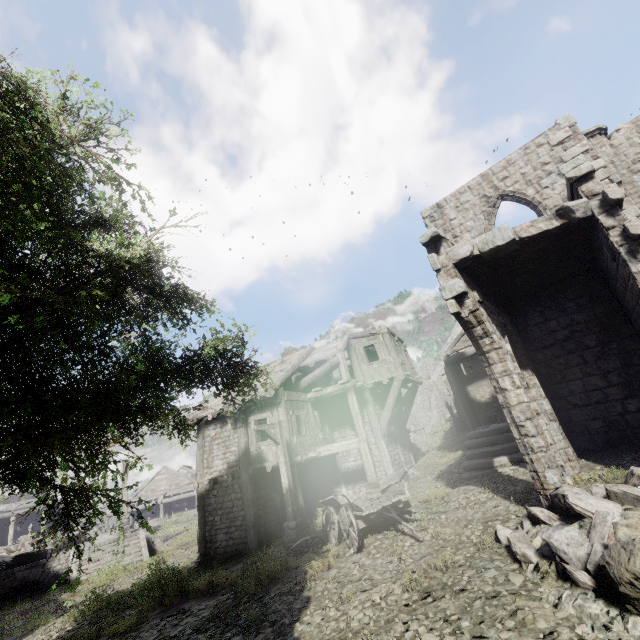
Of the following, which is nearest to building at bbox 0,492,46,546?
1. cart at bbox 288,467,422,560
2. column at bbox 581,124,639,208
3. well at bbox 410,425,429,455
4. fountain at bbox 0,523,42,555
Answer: column at bbox 581,124,639,208

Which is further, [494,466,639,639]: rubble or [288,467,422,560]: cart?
[288,467,422,560]: cart

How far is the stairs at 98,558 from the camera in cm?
1812

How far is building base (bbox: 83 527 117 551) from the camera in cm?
2007

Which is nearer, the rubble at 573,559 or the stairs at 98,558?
the rubble at 573,559

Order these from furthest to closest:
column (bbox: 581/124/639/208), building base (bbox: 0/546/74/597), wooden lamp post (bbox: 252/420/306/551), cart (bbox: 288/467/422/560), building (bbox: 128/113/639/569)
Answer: building base (bbox: 0/546/74/597)
wooden lamp post (bbox: 252/420/306/551)
column (bbox: 581/124/639/208)
cart (bbox: 288/467/422/560)
building (bbox: 128/113/639/569)

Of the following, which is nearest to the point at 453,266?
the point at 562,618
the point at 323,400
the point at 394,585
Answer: the point at 562,618

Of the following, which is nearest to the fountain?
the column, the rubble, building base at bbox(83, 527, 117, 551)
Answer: building base at bbox(83, 527, 117, 551)
